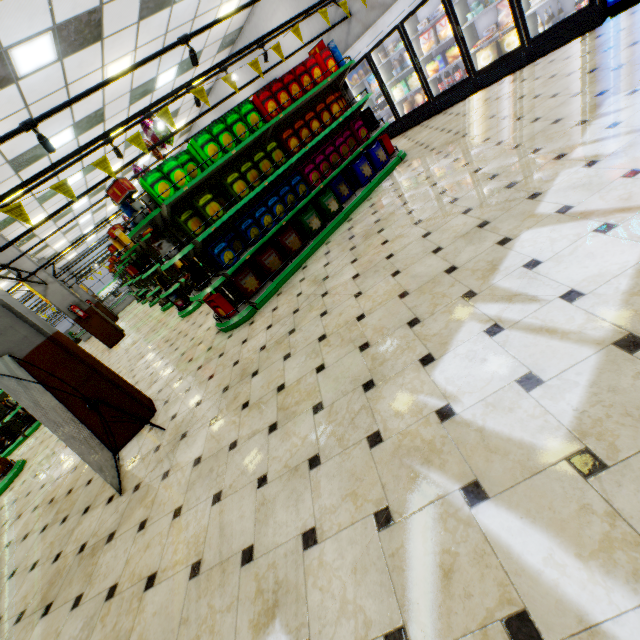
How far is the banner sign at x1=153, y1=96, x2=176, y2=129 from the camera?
4.30m

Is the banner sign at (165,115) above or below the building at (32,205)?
below

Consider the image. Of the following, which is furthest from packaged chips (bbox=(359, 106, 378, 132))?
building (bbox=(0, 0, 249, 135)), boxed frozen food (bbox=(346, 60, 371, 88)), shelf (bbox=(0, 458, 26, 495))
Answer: shelf (bbox=(0, 458, 26, 495))

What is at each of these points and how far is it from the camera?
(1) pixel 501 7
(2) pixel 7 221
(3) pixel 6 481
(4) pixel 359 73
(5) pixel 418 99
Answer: (1) boxed frozen food, 5.9m
(2) building, 10.4m
(3) shelf, 6.2m
(4) boxed frozen food, 8.4m
(5) juice jug, 7.8m

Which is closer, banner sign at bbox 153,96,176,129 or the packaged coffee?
banner sign at bbox 153,96,176,129

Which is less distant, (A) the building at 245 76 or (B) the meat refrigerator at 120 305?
(A) the building at 245 76

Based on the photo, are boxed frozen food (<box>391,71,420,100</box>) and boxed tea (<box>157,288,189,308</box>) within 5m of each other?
no

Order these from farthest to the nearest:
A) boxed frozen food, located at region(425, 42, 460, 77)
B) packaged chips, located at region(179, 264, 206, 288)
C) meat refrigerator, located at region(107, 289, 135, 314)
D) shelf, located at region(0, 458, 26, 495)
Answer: meat refrigerator, located at region(107, 289, 135, 314)
boxed frozen food, located at region(425, 42, 460, 77)
shelf, located at region(0, 458, 26, 495)
packaged chips, located at region(179, 264, 206, 288)
